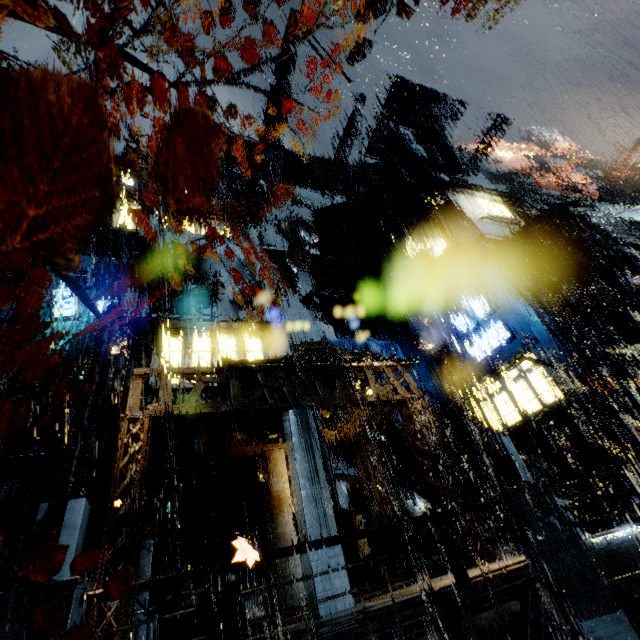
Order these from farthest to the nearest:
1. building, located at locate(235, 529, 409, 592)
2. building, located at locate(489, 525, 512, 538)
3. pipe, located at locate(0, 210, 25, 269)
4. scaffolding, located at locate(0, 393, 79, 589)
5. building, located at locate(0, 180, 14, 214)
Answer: building, located at locate(0, 180, 14, 214), pipe, located at locate(0, 210, 25, 269), building, located at locate(489, 525, 512, 538), scaffolding, located at locate(0, 393, 79, 589), building, located at locate(235, 529, 409, 592)

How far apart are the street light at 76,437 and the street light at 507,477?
9.3m

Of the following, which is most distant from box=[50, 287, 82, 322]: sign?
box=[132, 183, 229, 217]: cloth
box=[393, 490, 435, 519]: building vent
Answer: box=[393, 490, 435, 519]: building vent

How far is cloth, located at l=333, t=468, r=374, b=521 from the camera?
16.3m

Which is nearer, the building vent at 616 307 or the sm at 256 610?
the sm at 256 610

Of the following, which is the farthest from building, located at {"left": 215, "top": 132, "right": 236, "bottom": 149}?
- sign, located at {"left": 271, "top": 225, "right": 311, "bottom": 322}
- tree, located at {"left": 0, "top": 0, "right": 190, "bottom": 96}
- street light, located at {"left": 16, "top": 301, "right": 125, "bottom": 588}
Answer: tree, located at {"left": 0, "top": 0, "right": 190, "bottom": 96}

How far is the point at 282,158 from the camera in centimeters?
3447cm

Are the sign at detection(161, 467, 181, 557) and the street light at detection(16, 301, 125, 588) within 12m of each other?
yes
